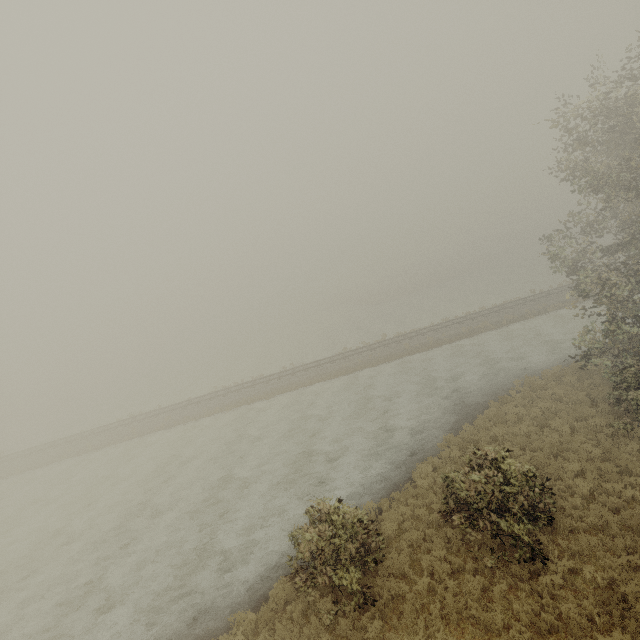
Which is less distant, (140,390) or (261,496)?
(261,496)
